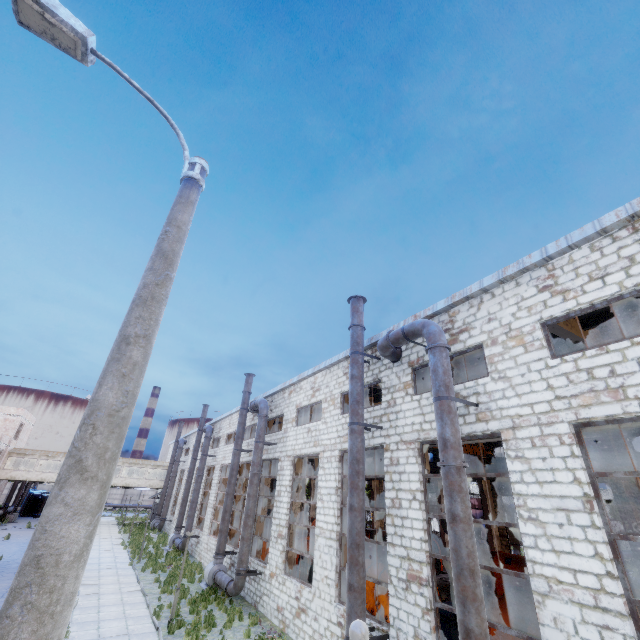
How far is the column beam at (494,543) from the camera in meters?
23.6 m

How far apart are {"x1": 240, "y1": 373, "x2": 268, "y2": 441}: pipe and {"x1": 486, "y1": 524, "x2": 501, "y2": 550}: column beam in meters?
17.9

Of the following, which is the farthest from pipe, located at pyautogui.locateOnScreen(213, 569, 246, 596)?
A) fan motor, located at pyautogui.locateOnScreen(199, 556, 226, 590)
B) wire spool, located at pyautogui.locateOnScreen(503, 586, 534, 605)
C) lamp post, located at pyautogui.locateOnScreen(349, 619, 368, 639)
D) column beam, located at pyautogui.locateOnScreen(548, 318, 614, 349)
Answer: column beam, located at pyautogui.locateOnScreen(548, 318, 614, 349)

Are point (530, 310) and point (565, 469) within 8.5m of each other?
yes

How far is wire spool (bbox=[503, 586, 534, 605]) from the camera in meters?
13.9

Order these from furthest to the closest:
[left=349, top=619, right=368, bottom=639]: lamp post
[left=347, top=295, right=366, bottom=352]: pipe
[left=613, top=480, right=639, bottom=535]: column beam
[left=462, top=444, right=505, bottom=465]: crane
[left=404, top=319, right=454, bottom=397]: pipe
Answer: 1. [left=462, top=444, right=505, bottom=465]: crane
2. [left=613, top=480, right=639, bottom=535]: column beam
3. [left=347, top=295, right=366, bottom=352]: pipe
4. [left=404, top=319, right=454, bottom=397]: pipe
5. [left=349, top=619, right=368, bottom=639]: lamp post

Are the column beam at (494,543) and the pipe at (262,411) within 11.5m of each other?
no

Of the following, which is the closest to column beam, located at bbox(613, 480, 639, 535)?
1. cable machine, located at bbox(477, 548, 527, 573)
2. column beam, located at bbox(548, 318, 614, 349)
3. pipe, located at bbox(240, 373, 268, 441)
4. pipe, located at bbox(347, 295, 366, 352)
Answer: cable machine, located at bbox(477, 548, 527, 573)
